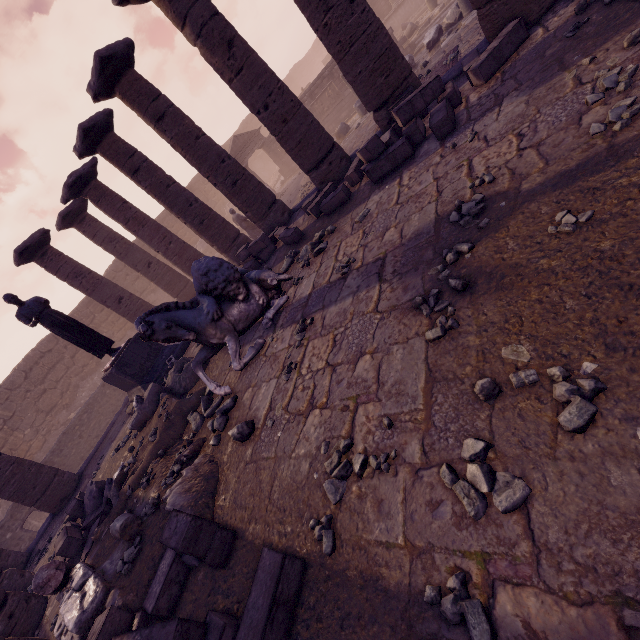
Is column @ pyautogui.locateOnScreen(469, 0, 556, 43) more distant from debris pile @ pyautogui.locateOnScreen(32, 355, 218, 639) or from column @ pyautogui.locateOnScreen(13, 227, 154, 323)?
column @ pyautogui.locateOnScreen(13, 227, 154, 323)

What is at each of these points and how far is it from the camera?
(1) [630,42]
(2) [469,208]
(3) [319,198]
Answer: (1) stone, 3.1 meters
(2) stone, 3.5 meters
(3) stone blocks, 7.5 meters

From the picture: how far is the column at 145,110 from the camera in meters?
7.3

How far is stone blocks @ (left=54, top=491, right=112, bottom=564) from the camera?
5.6 meters

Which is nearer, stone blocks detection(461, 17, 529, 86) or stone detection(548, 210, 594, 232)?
stone detection(548, 210, 594, 232)

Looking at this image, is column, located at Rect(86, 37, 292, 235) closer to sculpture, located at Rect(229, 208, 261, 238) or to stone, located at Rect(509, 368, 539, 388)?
sculpture, located at Rect(229, 208, 261, 238)

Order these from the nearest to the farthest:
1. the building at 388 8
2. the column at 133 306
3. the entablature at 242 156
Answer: the column at 133 306 < the entablature at 242 156 < the building at 388 8

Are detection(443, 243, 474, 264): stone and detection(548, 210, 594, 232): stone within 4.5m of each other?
yes
